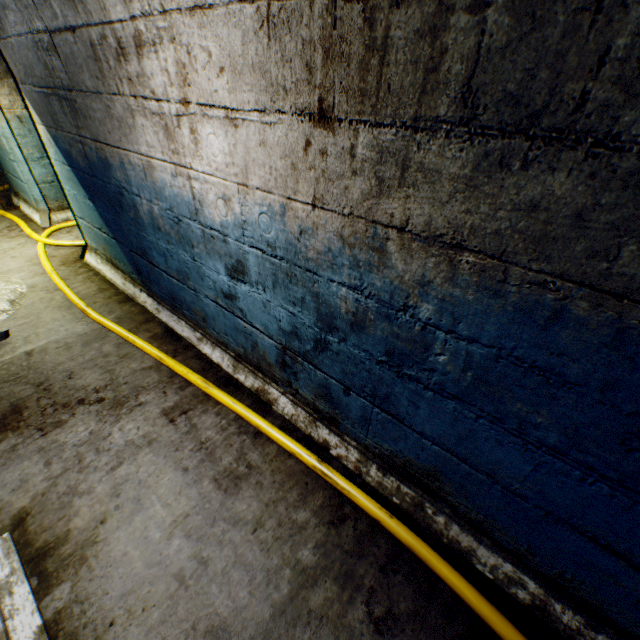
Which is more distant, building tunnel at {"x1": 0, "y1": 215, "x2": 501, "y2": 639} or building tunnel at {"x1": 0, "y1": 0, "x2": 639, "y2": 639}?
building tunnel at {"x1": 0, "y1": 215, "x2": 501, "y2": 639}

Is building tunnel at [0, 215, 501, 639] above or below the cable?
below

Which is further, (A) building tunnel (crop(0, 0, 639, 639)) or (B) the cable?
(B) the cable

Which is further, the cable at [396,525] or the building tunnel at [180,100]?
the cable at [396,525]

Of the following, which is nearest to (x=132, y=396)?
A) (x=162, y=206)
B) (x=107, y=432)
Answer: (x=107, y=432)

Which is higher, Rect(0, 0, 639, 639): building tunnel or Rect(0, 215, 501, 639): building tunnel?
Rect(0, 0, 639, 639): building tunnel

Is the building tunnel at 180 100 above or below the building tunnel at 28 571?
above
